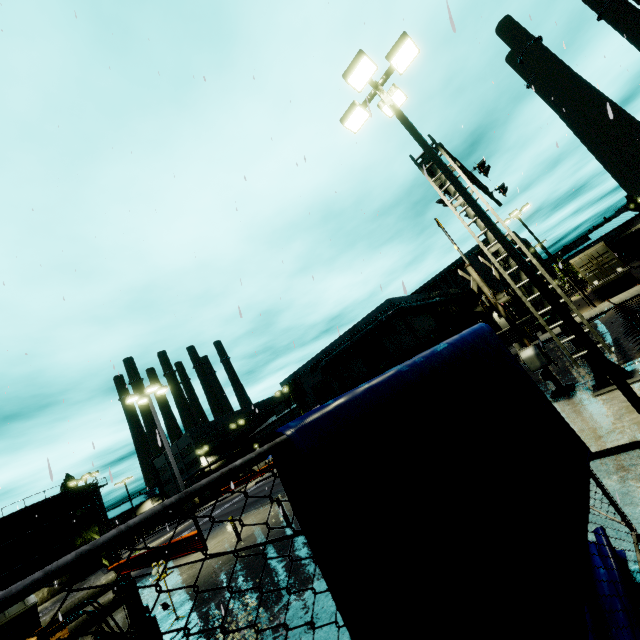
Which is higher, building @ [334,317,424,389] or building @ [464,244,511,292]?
building @ [464,244,511,292]

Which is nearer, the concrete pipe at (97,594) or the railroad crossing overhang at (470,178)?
the railroad crossing overhang at (470,178)

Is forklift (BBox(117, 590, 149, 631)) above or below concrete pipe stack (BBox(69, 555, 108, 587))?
below

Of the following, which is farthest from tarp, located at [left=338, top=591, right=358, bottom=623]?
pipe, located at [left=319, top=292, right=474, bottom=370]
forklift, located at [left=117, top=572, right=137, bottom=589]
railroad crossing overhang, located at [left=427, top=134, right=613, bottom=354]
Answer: pipe, located at [left=319, top=292, right=474, bottom=370]

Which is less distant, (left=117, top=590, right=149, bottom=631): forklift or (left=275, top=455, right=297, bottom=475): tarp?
(left=275, top=455, right=297, bottom=475): tarp

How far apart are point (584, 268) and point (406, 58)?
27.21m

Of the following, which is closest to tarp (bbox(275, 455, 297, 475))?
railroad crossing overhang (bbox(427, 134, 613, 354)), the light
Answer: the light

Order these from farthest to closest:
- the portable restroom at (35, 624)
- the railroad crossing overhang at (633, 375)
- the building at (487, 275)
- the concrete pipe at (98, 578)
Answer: the building at (487, 275)
the concrete pipe at (98, 578)
the portable restroom at (35, 624)
the railroad crossing overhang at (633, 375)
